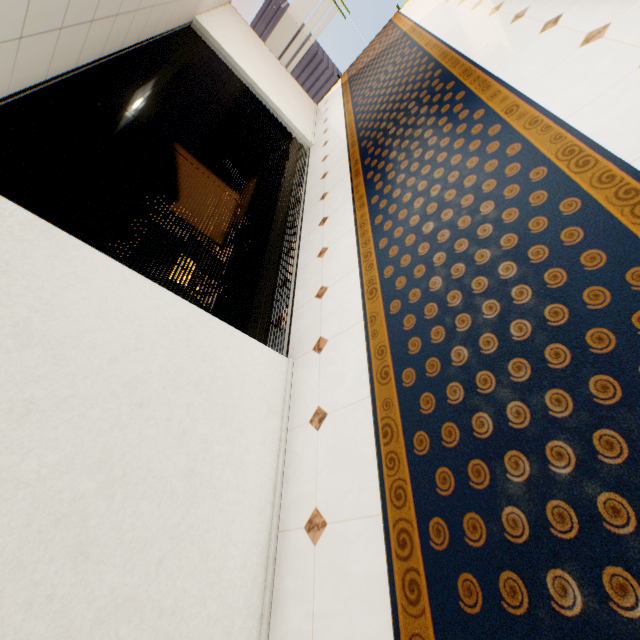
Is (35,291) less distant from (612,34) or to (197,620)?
(197,620)
